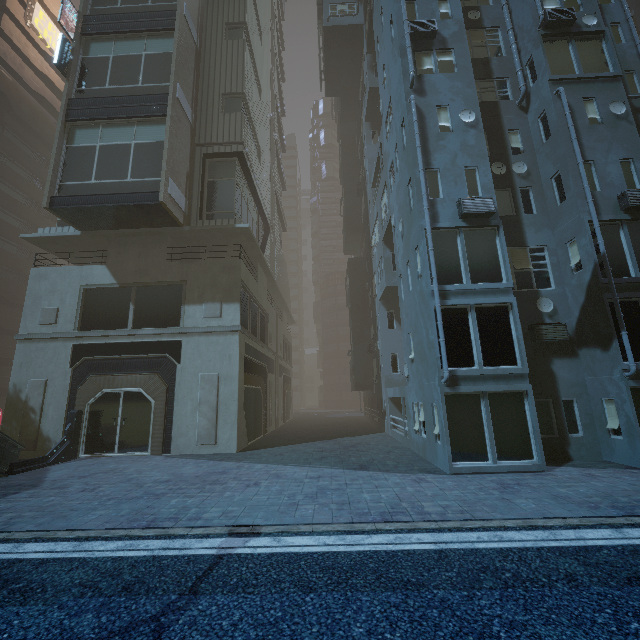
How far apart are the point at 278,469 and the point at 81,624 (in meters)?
8.06

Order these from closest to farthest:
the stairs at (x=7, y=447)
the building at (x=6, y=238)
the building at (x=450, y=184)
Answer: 1. the building at (x=450, y=184)
2. the stairs at (x=7, y=447)
3. the building at (x=6, y=238)

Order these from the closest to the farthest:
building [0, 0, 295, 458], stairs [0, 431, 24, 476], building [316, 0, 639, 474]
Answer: building [316, 0, 639, 474] < stairs [0, 431, 24, 476] < building [0, 0, 295, 458]

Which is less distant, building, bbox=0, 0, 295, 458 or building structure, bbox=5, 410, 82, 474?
building structure, bbox=5, 410, 82, 474

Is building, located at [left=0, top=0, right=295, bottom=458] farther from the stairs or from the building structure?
the stairs

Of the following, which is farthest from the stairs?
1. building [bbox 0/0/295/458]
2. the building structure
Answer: building [bbox 0/0/295/458]

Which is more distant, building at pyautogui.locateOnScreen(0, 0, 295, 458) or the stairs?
building at pyautogui.locateOnScreen(0, 0, 295, 458)

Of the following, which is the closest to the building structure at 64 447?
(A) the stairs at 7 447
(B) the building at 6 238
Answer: (A) the stairs at 7 447
